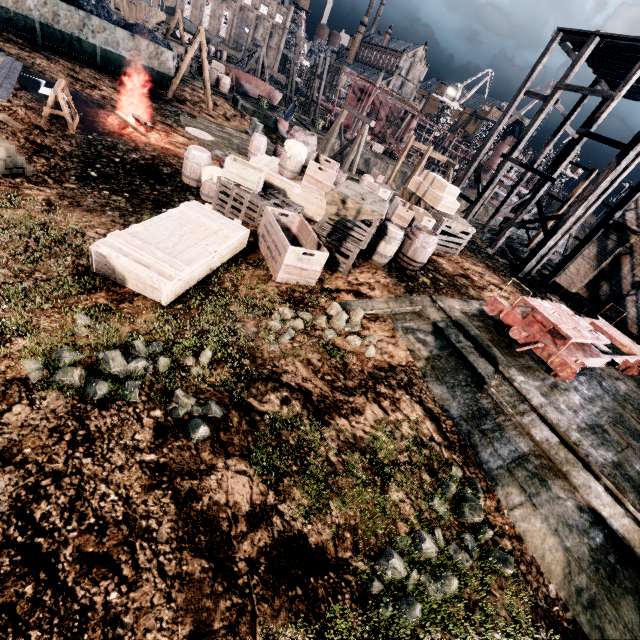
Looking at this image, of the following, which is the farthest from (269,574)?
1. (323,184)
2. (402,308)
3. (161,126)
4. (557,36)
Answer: (557,36)

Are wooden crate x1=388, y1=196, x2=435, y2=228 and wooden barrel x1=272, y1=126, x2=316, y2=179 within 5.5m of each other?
yes

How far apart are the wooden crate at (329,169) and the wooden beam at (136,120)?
7.5 meters

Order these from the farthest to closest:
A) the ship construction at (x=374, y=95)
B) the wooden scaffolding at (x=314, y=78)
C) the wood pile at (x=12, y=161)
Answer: the ship construction at (x=374, y=95) < the wooden scaffolding at (x=314, y=78) < the wood pile at (x=12, y=161)

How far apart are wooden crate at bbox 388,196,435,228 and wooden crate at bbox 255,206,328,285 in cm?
451

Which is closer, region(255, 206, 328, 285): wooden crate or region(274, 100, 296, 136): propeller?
region(255, 206, 328, 285): wooden crate

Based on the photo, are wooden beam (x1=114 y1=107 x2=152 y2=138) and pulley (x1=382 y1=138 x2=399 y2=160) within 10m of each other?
no

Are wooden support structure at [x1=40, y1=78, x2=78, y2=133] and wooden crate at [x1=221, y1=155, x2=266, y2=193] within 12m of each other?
yes
